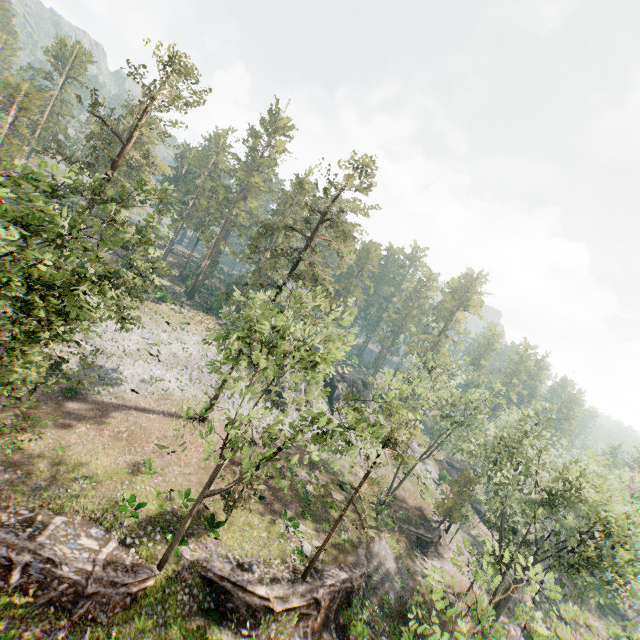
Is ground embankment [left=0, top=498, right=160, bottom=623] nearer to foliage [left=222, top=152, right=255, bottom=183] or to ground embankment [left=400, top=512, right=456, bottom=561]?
foliage [left=222, top=152, right=255, bottom=183]

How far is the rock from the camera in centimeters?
5253cm

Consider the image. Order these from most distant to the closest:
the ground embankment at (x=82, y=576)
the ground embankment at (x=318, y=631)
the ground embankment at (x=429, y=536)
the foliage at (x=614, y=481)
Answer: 1. the ground embankment at (x=429, y=536)
2. the ground embankment at (x=318, y=631)
3. the ground embankment at (x=82, y=576)
4. the foliage at (x=614, y=481)

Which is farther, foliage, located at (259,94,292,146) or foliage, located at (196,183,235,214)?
foliage, located at (259,94,292,146)

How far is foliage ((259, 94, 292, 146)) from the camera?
57.0 meters

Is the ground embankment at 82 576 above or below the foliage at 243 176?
below

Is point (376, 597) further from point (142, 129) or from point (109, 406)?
point (142, 129)

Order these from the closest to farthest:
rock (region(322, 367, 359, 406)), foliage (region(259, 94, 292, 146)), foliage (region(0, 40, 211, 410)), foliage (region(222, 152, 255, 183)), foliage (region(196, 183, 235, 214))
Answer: foliage (region(0, 40, 211, 410)) → rock (region(322, 367, 359, 406)) → foliage (region(196, 183, 235, 214)) → foliage (region(222, 152, 255, 183)) → foliage (region(259, 94, 292, 146))
